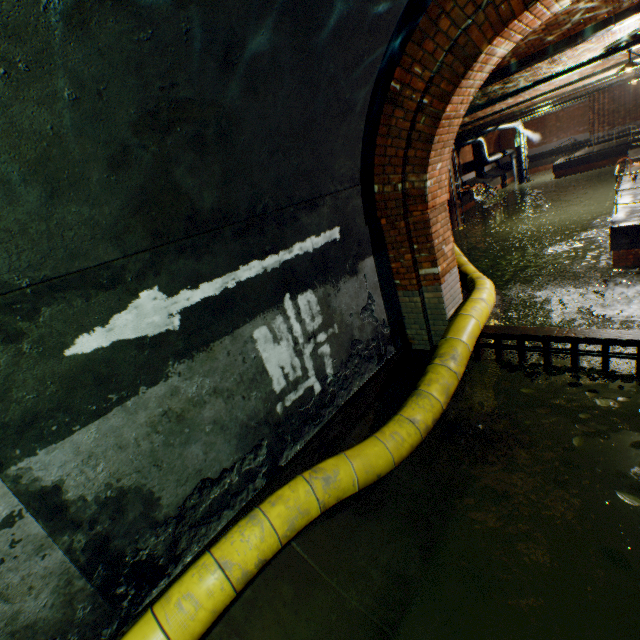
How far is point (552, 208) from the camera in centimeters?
3406cm

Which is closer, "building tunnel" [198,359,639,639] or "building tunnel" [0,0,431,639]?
"building tunnel" [0,0,431,639]

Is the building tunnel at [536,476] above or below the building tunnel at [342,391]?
below

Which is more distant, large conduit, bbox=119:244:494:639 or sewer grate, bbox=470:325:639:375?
sewer grate, bbox=470:325:639:375

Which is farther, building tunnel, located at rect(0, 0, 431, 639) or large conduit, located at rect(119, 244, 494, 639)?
large conduit, located at rect(119, 244, 494, 639)

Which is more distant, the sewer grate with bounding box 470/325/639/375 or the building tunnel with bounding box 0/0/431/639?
the sewer grate with bounding box 470/325/639/375

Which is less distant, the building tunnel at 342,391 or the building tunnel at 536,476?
the building tunnel at 342,391
